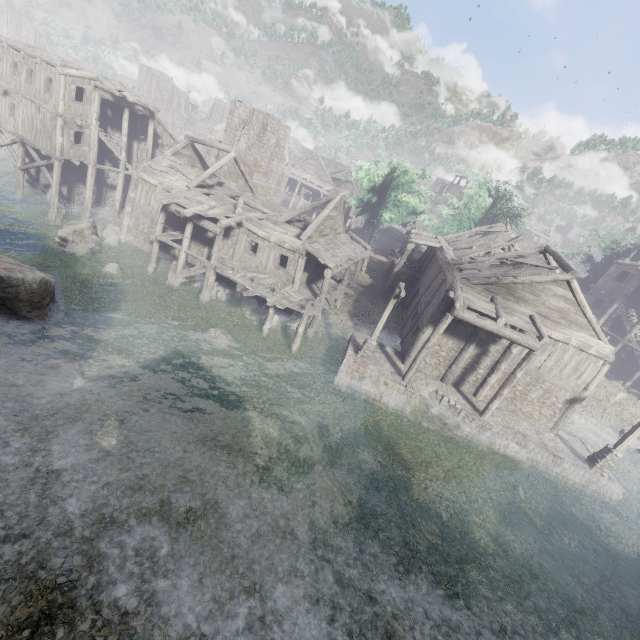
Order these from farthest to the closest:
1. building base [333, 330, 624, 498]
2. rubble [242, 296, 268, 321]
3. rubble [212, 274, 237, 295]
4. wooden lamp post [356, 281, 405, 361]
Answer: rubble [212, 274, 237, 295]
rubble [242, 296, 268, 321]
building base [333, 330, 624, 498]
wooden lamp post [356, 281, 405, 361]

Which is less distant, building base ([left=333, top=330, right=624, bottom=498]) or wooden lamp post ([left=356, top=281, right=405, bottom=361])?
wooden lamp post ([left=356, top=281, right=405, bottom=361])

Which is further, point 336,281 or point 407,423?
point 336,281

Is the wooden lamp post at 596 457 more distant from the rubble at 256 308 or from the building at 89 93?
the rubble at 256 308

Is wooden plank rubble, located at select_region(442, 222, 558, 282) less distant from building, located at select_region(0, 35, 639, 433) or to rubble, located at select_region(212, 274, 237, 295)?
building, located at select_region(0, 35, 639, 433)

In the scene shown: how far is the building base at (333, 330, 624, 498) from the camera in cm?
1694

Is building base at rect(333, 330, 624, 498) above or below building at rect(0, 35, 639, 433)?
below

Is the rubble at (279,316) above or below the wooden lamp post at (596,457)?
below
